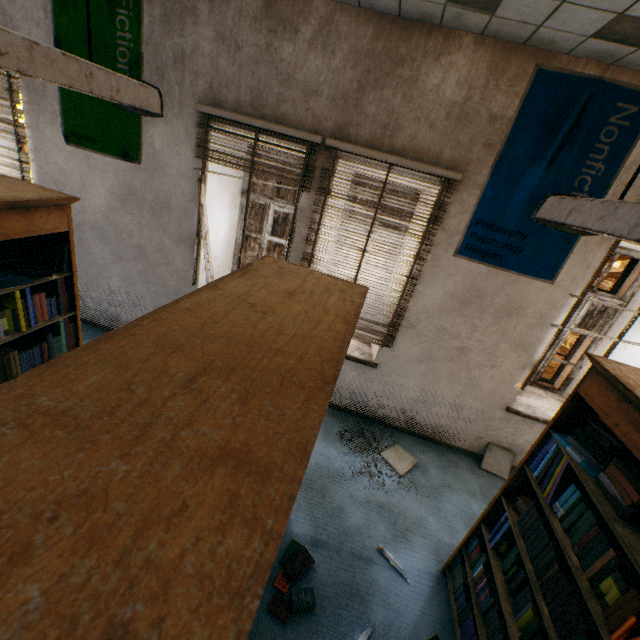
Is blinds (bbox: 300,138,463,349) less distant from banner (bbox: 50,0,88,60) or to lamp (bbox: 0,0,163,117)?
banner (bbox: 50,0,88,60)

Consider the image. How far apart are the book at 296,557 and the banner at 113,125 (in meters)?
4.07

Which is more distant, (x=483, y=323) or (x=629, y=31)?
(x=483, y=323)

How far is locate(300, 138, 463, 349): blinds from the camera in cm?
299

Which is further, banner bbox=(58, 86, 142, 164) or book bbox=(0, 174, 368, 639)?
banner bbox=(58, 86, 142, 164)

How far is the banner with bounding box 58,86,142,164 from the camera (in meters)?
3.36

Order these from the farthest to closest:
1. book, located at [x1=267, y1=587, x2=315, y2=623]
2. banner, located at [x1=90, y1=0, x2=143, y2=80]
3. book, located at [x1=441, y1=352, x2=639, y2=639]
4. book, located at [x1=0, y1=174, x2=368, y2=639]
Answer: banner, located at [x1=90, y1=0, x2=143, y2=80]
book, located at [x1=267, y1=587, x2=315, y2=623]
book, located at [x1=441, y1=352, x2=639, y2=639]
book, located at [x1=0, y1=174, x2=368, y2=639]
